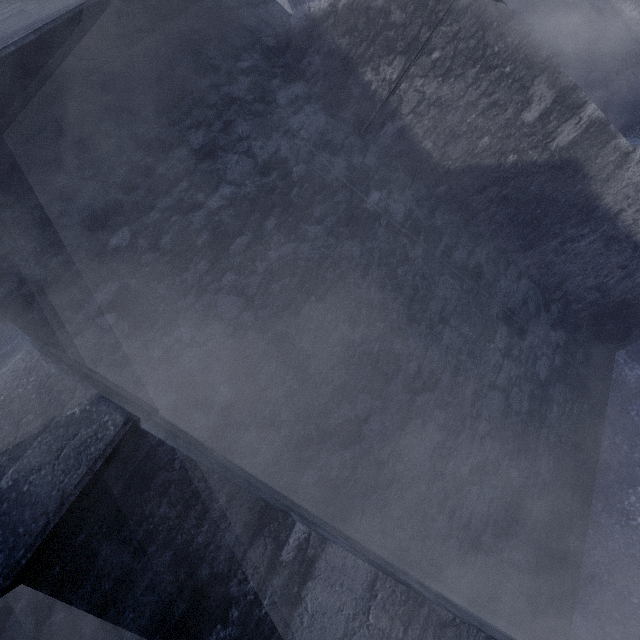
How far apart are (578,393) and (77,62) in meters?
6.3 m
